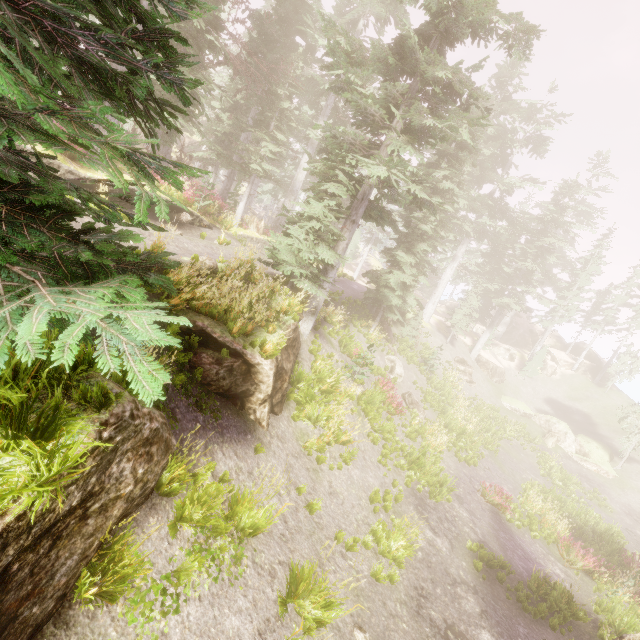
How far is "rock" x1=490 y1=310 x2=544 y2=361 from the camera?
40.62m

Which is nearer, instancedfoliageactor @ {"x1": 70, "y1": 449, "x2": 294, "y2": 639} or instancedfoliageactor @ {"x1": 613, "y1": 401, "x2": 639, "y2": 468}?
instancedfoliageactor @ {"x1": 70, "y1": 449, "x2": 294, "y2": 639}

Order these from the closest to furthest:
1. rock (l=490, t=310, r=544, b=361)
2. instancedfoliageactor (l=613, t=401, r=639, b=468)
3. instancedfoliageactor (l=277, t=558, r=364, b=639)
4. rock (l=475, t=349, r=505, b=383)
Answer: instancedfoliageactor (l=277, t=558, r=364, b=639) → instancedfoliageactor (l=613, t=401, r=639, b=468) → rock (l=475, t=349, r=505, b=383) → rock (l=490, t=310, r=544, b=361)

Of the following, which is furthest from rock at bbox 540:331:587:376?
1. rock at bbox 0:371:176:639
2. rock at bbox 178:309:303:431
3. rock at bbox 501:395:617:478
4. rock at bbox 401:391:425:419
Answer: rock at bbox 0:371:176:639

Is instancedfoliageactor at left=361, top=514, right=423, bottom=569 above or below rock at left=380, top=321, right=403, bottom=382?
below

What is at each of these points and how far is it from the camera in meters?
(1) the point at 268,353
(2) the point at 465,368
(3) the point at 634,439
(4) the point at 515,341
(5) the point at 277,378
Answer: (1) instancedfoliageactor, 8.6 m
(2) rock, 31.9 m
(3) instancedfoliageactor, 27.2 m
(4) rock, 47.0 m
(5) rock, 9.4 m

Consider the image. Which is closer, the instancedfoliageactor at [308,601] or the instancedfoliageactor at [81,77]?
the instancedfoliageactor at [81,77]

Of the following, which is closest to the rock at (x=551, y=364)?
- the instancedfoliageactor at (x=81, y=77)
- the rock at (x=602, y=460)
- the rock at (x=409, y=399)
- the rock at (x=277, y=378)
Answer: the instancedfoliageactor at (x=81, y=77)
